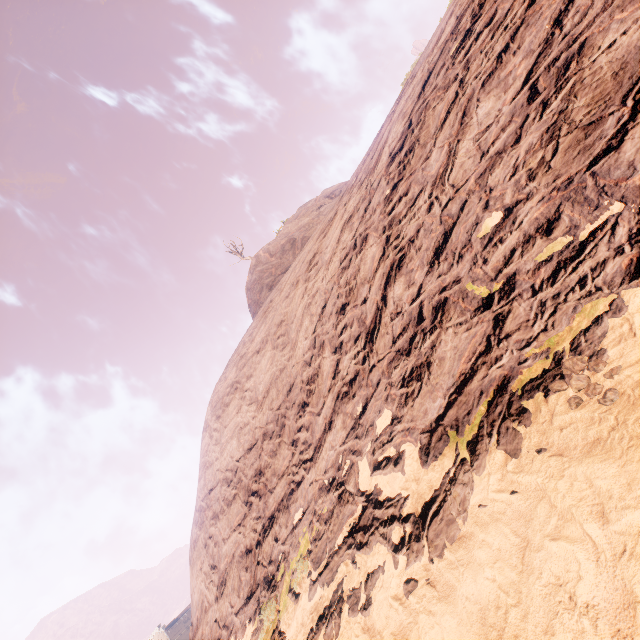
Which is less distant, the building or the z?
the z

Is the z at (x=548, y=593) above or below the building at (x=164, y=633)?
below

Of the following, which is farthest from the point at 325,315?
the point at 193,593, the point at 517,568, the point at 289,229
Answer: the point at 289,229

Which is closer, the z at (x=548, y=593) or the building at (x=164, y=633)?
the z at (x=548, y=593)

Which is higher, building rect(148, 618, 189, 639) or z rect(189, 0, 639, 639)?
building rect(148, 618, 189, 639)
